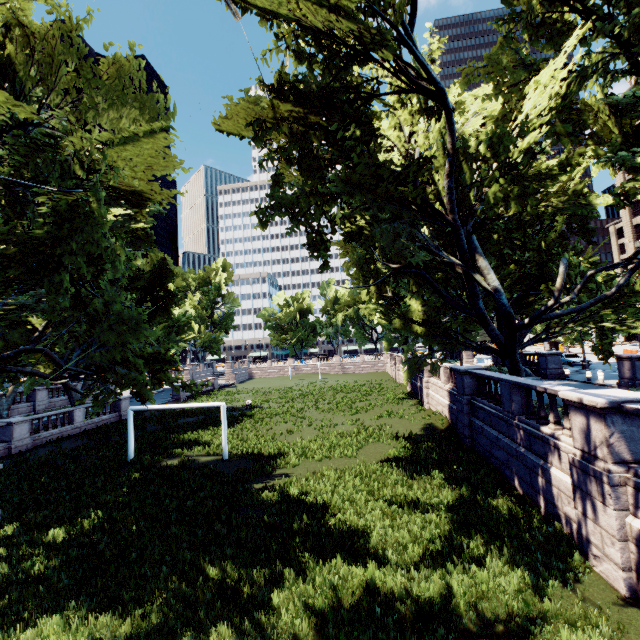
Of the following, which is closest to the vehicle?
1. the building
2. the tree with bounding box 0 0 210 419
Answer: the tree with bounding box 0 0 210 419

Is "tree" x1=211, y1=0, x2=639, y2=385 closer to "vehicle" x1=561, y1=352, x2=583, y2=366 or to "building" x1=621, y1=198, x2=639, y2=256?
"vehicle" x1=561, y1=352, x2=583, y2=366

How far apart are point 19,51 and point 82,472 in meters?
17.2

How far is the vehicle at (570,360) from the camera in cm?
3394

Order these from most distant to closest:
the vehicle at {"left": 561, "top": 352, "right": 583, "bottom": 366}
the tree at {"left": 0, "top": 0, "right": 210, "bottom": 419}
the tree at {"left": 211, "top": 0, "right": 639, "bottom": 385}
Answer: the vehicle at {"left": 561, "top": 352, "right": 583, "bottom": 366}, the tree at {"left": 211, "top": 0, "right": 639, "bottom": 385}, the tree at {"left": 0, "top": 0, "right": 210, "bottom": 419}

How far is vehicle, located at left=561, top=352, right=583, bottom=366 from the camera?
33.94m

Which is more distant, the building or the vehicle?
the building

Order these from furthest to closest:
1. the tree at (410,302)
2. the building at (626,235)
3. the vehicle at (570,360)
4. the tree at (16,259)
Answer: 1. the building at (626,235)
2. the vehicle at (570,360)
3. the tree at (410,302)
4. the tree at (16,259)
